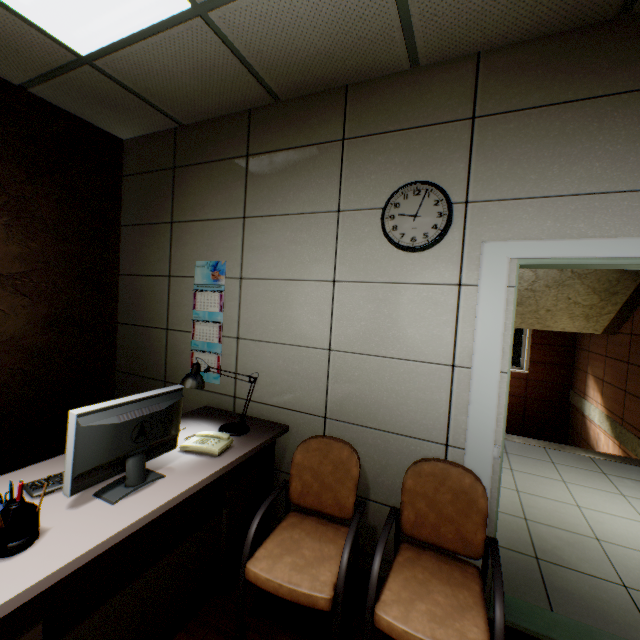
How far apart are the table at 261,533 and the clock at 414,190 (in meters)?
1.50

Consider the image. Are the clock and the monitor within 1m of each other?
no

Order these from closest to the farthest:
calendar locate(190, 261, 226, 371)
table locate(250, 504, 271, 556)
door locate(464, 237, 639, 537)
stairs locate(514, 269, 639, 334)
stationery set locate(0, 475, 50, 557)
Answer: stationery set locate(0, 475, 50, 557) < door locate(464, 237, 639, 537) < table locate(250, 504, 271, 556) < calendar locate(190, 261, 226, 371) < stairs locate(514, 269, 639, 334)

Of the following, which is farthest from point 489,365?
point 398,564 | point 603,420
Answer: point 603,420

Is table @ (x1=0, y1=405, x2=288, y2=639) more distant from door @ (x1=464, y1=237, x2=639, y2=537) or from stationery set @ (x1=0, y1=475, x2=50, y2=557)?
door @ (x1=464, y1=237, x2=639, y2=537)

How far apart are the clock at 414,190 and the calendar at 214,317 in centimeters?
136cm

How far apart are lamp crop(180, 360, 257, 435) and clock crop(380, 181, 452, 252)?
1.5m

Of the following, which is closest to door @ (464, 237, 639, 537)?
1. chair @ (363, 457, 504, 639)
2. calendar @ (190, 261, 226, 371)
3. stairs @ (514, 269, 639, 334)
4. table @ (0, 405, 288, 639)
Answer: chair @ (363, 457, 504, 639)
